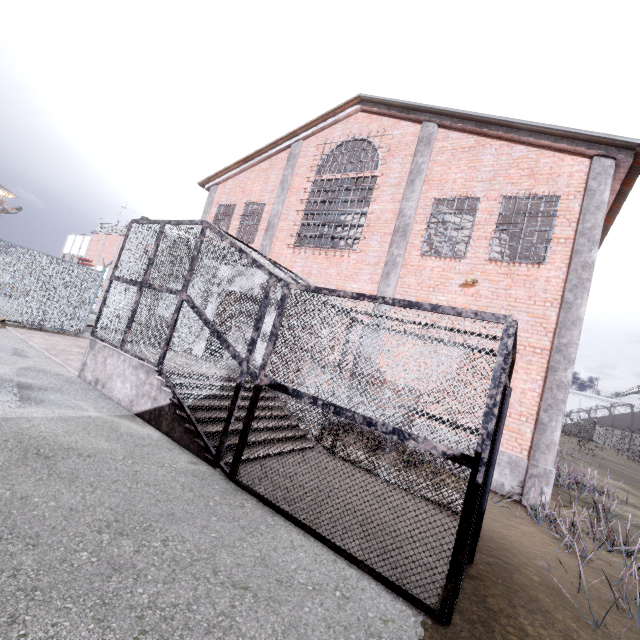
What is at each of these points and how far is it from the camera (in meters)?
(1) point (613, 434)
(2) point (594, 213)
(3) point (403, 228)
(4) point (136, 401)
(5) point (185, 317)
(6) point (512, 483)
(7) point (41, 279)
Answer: (1) fence, 43.75
(2) column, 8.15
(3) column, 10.77
(4) stair, 6.27
(5) metal cage, 9.75
(6) foundation, 7.80
(7) fence, 12.10

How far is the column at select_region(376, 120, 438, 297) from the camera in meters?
10.6

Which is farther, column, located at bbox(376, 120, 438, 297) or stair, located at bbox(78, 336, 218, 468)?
column, located at bbox(376, 120, 438, 297)

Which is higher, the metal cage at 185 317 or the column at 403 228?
the column at 403 228

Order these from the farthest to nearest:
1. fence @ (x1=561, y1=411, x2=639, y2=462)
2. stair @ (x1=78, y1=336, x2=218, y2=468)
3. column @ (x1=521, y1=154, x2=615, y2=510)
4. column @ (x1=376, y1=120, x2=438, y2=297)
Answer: fence @ (x1=561, y1=411, x2=639, y2=462) < column @ (x1=376, y1=120, x2=438, y2=297) < column @ (x1=521, y1=154, x2=615, y2=510) < stair @ (x1=78, y1=336, x2=218, y2=468)

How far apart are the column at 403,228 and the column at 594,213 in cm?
436

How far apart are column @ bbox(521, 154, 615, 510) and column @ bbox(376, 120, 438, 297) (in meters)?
4.36

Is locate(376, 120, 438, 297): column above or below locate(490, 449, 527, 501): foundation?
above
